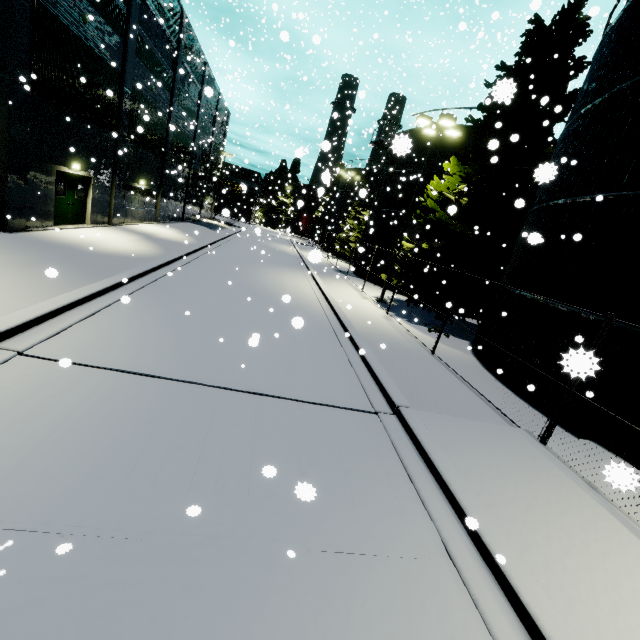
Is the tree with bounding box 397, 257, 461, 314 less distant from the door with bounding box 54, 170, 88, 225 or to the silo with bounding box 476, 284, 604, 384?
the silo with bounding box 476, 284, 604, 384

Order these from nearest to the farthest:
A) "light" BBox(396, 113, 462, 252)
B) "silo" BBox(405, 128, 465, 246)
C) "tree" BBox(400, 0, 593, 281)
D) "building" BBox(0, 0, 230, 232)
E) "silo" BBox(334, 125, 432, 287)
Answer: "building" BBox(0, 0, 230, 232), "tree" BBox(400, 0, 593, 281), "light" BBox(396, 113, 462, 252), "silo" BBox(405, 128, 465, 246), "silo" BBox(334, 125, 432, 287)

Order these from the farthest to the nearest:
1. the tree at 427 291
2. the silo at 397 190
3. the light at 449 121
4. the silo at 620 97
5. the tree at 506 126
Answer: the silo at 397 190 → the tree at 427 291 → the light at 449 121 → the tree at 506 126 → the silo at 620 97

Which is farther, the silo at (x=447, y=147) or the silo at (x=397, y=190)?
the silo at (x=397, y=190)

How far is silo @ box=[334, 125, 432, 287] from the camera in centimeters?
2364cm

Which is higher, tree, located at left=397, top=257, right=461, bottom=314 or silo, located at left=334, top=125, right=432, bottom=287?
silo, located at left=334, top=125, right=432, bottom=287

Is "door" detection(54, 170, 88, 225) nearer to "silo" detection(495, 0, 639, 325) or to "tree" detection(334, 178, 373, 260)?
"silo" detection(495, 0, 639, 325)

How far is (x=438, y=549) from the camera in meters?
4.0 m
